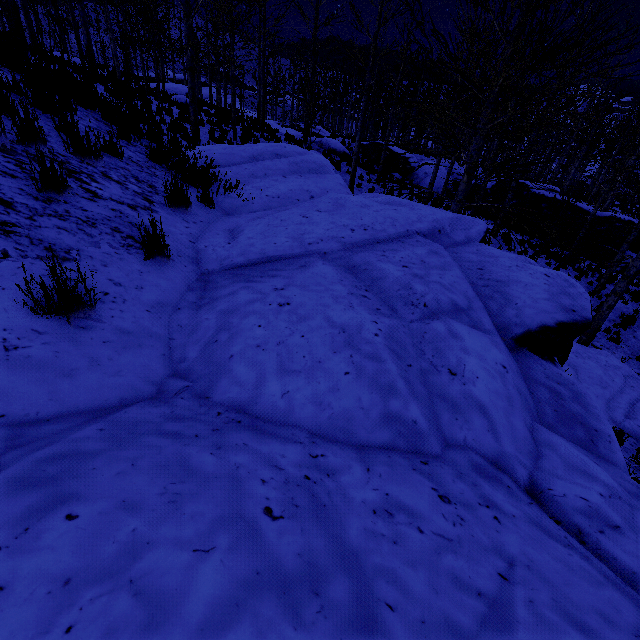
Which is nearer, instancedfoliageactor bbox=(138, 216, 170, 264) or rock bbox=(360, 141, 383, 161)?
instancedfoliageactor bbox=(138, 216, 170, 264)

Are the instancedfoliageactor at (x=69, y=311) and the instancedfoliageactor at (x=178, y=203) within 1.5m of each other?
no

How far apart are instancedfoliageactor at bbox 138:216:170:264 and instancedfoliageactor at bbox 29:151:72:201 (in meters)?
0.73

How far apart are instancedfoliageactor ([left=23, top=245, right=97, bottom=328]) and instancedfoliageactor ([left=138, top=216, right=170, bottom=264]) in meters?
0.9 m

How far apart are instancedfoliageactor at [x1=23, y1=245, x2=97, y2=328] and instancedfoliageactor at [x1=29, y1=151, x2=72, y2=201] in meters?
1.4 m

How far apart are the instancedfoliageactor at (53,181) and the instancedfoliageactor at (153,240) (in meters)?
0.73

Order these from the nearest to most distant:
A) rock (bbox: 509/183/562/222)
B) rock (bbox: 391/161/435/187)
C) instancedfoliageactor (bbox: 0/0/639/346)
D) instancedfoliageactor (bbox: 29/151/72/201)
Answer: instancedfoliageactor (bbox: 29/151/72/201) < instancedfoliageactor (bbox: 0/0/639/346) < rock (bbox: 509/183/562/222) < rock (bbox: 391/161/435/187)

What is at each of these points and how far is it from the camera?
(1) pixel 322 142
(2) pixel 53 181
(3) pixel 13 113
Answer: (1) rock, 20.9 meters
(2) instancedfoliageactor, 2.7 meters
(3) instancedfoliageactor, 3.6 meters
